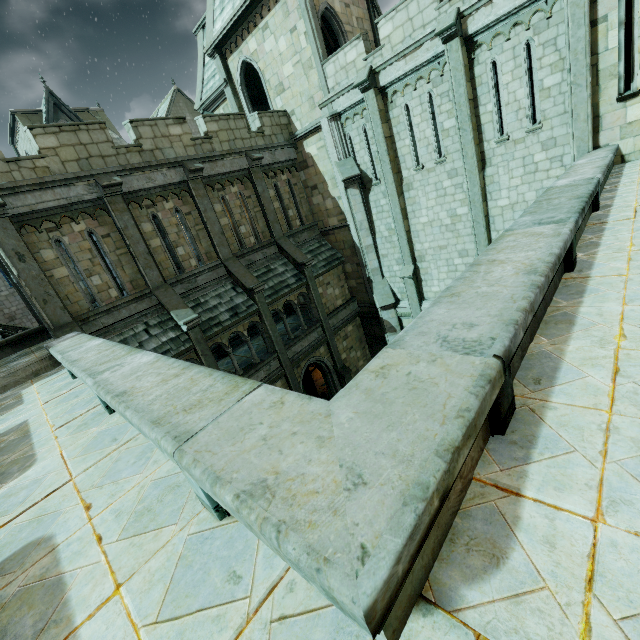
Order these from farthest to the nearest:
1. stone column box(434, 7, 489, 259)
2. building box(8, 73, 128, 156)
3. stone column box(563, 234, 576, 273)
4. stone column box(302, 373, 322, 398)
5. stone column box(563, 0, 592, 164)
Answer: building box(8, 73, 128, 156) → stone column box(302, 373, 322, 398) → stone column box(434, 7, 489, 259) → stone column box(563, 0, 592, 164) → stone column box(563, 234, 576, 273)

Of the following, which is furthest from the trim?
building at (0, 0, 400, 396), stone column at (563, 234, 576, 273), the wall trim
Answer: stone column at (563, 234, 576, 273)

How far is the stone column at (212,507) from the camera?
2.2m

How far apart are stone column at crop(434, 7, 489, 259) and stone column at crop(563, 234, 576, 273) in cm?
907

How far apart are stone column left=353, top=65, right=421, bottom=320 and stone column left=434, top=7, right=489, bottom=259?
2.7 meters

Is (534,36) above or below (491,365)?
above

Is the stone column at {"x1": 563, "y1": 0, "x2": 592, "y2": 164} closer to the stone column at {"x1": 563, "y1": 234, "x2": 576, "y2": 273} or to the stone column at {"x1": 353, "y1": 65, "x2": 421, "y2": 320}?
the stone column at {"x1": 353, "y1": 65, "x2": 421, "y2": 320}

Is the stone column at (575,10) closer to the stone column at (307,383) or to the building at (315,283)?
the building at (315,283)
